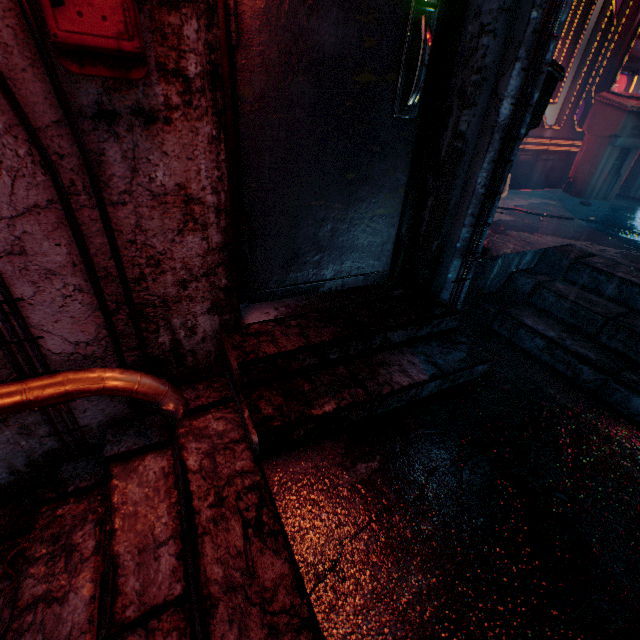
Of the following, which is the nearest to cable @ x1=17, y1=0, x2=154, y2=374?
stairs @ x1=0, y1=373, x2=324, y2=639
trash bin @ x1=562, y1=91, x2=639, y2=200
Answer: stairs @ x1=0, y1=373, x2=324, y2=639

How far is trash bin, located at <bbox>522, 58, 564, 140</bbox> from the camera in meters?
1.6

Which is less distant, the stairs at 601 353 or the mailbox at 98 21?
the mailbox at 98 21

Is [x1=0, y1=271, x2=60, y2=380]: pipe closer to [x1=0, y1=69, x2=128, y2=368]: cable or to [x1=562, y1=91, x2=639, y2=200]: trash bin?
[x1=0, y1=69, x2=128, y2=368]: cable

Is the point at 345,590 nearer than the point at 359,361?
Yes

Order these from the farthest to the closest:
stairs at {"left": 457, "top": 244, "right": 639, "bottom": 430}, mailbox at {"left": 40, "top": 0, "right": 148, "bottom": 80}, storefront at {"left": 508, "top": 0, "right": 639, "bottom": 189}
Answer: storefront at {"left": 508, "top": 0, "right": 639, "bottom": 189} → stairs at {"left": 457, "top": 244, "right": 639, "bottom": 430} → mailbox at {"left": 40, "top": 0, "right": 148, "bottom": 80}

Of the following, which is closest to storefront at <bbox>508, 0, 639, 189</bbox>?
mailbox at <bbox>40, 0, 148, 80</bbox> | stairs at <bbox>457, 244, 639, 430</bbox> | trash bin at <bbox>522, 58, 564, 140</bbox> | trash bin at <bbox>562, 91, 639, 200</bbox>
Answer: trash bin at <bbox>562, 91, 639, 200</bbox>

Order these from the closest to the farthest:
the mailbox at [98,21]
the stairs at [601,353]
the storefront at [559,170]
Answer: the mailbox at [98,21] < the stairs at [601,353] < the storefront at [559,170]
